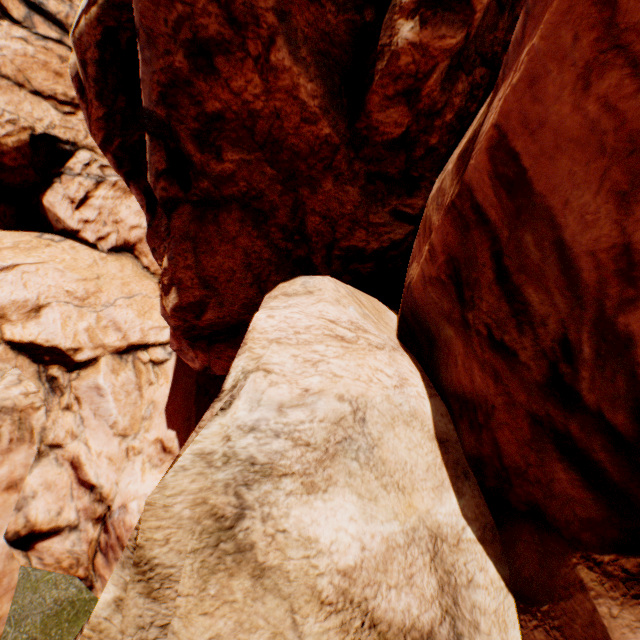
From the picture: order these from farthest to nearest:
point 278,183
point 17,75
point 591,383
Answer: point 17,75
point 278,183
point 591,383
